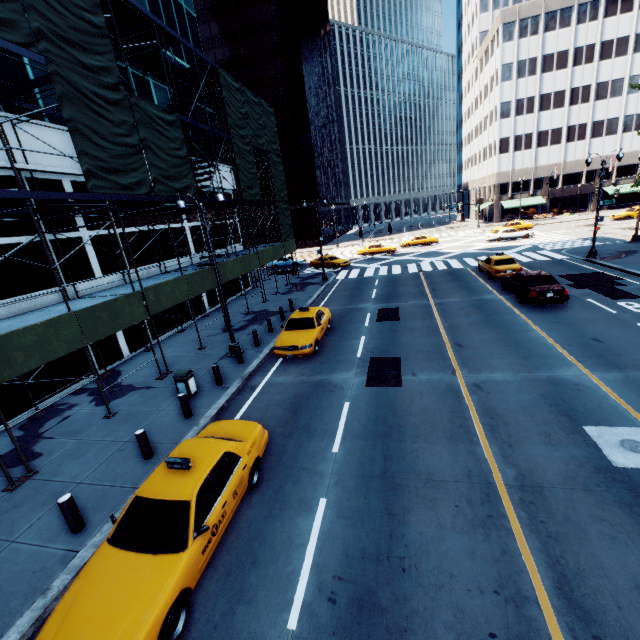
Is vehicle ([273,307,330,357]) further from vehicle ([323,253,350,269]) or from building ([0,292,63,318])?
vehicle ([323,253,350,269])

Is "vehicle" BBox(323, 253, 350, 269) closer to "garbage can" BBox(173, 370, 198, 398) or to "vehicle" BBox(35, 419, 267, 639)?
"garbage can" BBox(173, 370, 198, 398)

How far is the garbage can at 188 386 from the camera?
11.8 meters

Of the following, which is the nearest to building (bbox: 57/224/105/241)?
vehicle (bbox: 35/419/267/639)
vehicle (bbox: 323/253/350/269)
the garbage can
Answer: the garbage can

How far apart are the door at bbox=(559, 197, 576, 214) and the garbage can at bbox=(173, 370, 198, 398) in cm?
7081

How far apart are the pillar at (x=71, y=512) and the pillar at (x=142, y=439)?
2.0 meters

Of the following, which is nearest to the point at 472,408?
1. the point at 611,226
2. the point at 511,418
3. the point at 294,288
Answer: the point at 511,418

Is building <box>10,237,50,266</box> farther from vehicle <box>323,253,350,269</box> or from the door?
the door
